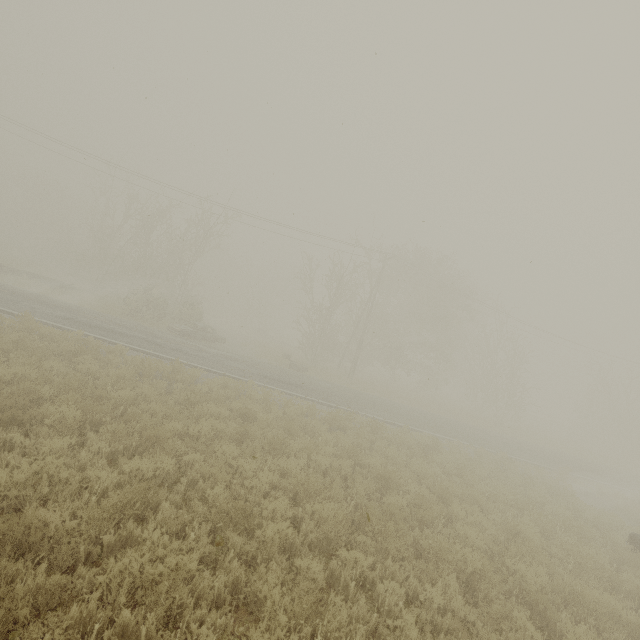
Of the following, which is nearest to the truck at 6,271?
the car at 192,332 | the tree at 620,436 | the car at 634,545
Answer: the car at 192,332

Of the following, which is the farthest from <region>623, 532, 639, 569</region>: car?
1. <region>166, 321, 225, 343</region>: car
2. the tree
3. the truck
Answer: the truck

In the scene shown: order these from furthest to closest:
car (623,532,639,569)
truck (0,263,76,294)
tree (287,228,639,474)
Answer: tree (287,228,639,474) < truck (0,263,76,294) < car (623,532,639,569)

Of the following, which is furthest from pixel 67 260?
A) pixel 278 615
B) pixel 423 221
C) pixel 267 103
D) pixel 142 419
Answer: pixel 278 615

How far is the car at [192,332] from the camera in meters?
22.5

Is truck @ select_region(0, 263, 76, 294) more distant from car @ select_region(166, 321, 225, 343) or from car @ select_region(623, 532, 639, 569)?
car @ select_region(623, 532, 639, 569)

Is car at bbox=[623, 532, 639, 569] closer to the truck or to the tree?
the tree

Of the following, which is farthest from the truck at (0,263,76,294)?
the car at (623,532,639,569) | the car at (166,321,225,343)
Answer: the car at (623,532,639,569)
